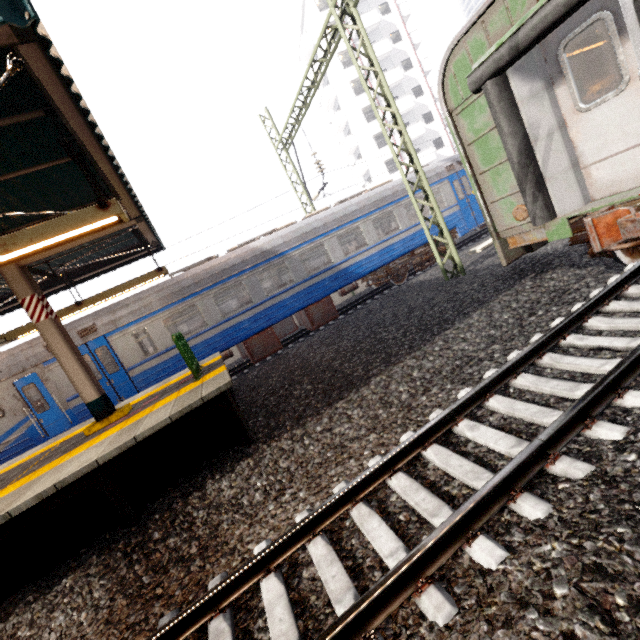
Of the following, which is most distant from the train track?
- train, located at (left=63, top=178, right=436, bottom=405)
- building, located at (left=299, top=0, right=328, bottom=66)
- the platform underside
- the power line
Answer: building, located at (left=299, top=0, right=328, bottom=66)

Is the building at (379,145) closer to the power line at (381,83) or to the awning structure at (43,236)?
the power line at (381,83)

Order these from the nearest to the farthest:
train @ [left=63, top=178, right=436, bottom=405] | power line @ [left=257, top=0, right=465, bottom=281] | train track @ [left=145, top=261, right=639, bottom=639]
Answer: train track @ [left=145, top=261, right=639, bottom=639] < power line @ [left=257, top=0, right=465, bottom=281] < train @ [left=63, top=178, right=436, bottom=405]

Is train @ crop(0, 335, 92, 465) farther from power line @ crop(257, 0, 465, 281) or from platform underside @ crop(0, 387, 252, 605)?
platform underside @ crop(0, 387, 252, 605)

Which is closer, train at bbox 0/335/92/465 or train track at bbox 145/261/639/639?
train track at bbox 145/261/639/639

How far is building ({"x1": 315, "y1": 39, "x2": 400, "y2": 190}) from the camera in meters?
34.8 m

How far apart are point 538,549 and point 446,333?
4.2m

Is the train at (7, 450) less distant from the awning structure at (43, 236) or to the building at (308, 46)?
the awning structure at (43, 236)
